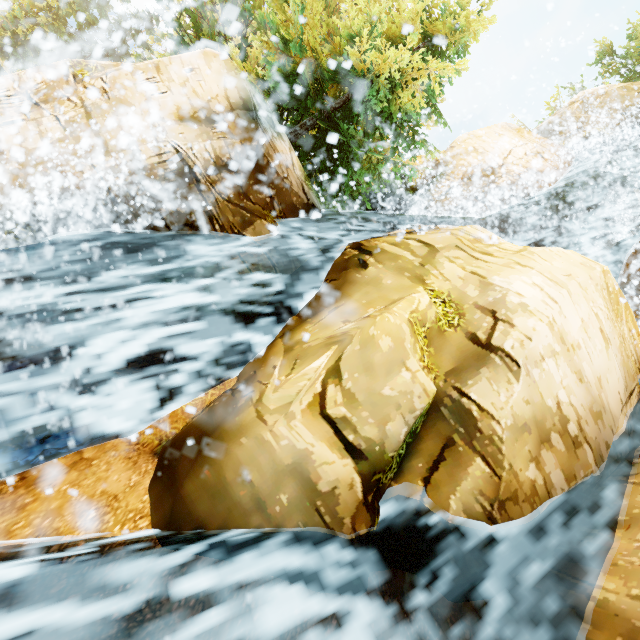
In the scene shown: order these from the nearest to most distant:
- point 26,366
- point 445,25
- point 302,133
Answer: point 26,366 → point 445,25 → point 302,133
